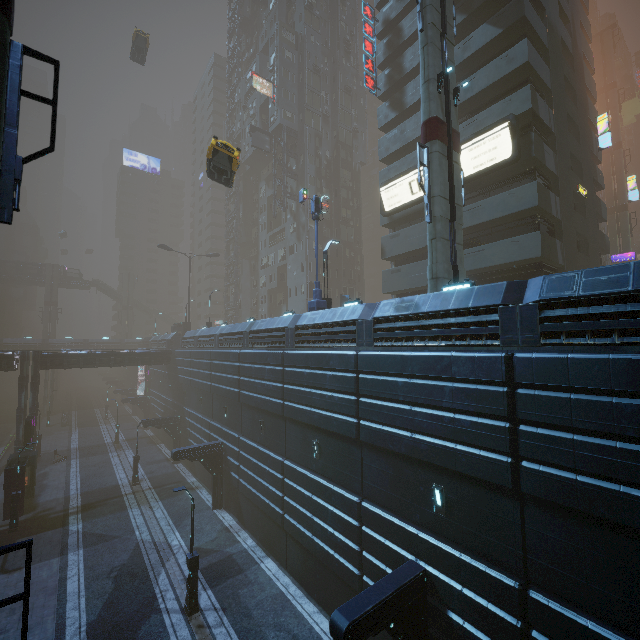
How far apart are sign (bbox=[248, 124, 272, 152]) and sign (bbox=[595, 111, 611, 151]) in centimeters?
3570cm

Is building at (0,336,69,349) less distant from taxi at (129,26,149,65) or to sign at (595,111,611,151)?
sign at (595,111,611,151)

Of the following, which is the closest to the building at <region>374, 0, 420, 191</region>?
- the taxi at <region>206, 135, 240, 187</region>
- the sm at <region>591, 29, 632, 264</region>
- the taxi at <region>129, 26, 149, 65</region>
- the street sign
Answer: the street sign

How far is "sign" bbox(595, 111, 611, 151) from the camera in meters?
27.6 m

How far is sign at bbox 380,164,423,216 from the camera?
24.75m

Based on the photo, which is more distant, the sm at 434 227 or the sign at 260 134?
the sign at 260 134

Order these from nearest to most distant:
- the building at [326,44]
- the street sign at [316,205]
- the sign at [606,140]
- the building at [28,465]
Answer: the building at [326,44] < the street sign at [316,205] < the building at [28,465] < the sign at [606,140]

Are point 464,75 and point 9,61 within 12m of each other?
no
